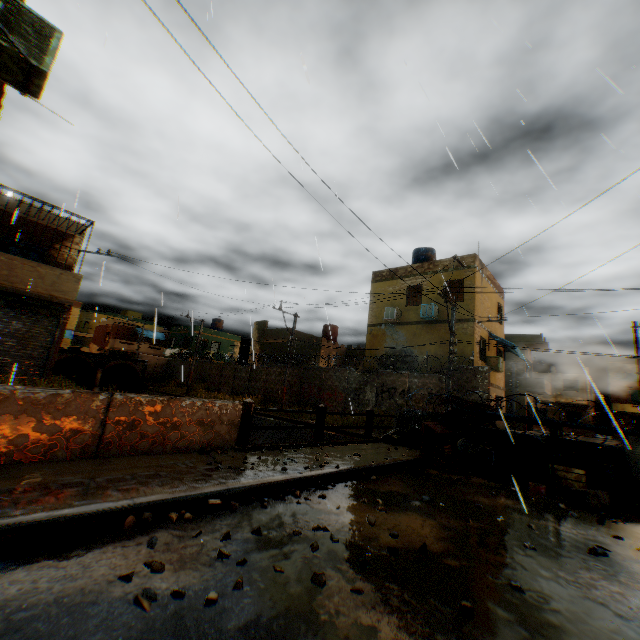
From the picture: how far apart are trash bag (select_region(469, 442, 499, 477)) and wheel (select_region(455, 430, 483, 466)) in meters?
0.1 m

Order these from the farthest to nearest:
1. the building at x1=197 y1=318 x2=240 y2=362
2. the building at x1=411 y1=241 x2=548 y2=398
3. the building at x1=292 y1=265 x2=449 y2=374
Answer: the building at x1=197 y1=318 x2=240 y2=362 → the building at x1=292 y1=265 x2=449 y2=374 → the building at x1=411 y1=241 x2=548 y2=398

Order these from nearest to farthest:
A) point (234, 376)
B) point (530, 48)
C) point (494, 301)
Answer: point (530, 48) → point (494, 301) → point (234, 376)

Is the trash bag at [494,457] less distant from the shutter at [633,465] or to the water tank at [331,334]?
the shutter at [633,465]

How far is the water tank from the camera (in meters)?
32.31

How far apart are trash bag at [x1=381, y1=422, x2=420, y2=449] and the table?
0.0 meters

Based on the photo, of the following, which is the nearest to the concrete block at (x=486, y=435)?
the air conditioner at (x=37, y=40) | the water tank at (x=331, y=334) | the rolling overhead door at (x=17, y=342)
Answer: the rolling overhead door at (x=17, y=342)

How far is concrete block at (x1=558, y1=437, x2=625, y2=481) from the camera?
7.3 meters
